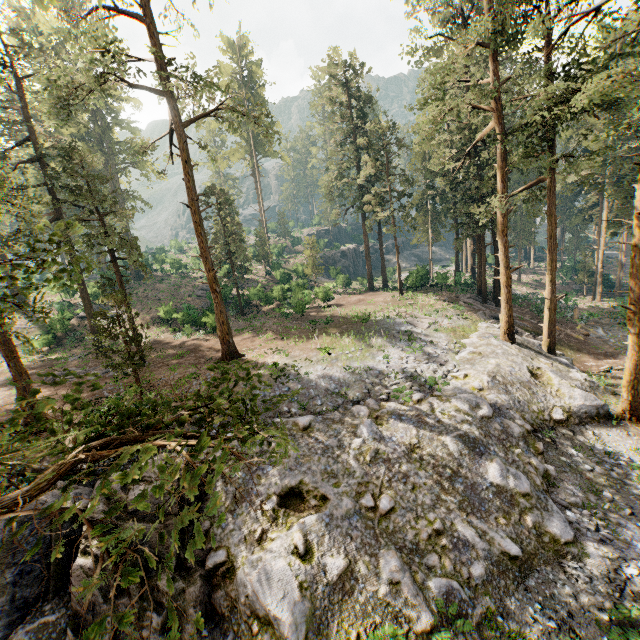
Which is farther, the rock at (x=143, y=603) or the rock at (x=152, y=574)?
the rock at (x=152, y=574)

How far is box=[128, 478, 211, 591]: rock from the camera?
10.07m

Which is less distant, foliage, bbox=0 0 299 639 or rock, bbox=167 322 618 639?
foliage, bbox=0 0 299 639

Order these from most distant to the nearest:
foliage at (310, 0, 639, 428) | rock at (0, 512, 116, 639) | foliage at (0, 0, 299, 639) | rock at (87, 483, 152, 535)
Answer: foliage at (310, 0, 639, 428), rock at (87, 483, 152, 535), rock at (0, 512, 116, 639), foliage at (0, 0, 299, 639)

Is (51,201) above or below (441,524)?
above

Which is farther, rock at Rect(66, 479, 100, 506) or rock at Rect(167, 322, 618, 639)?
rock at Rect(66, 479, 100, 506)
